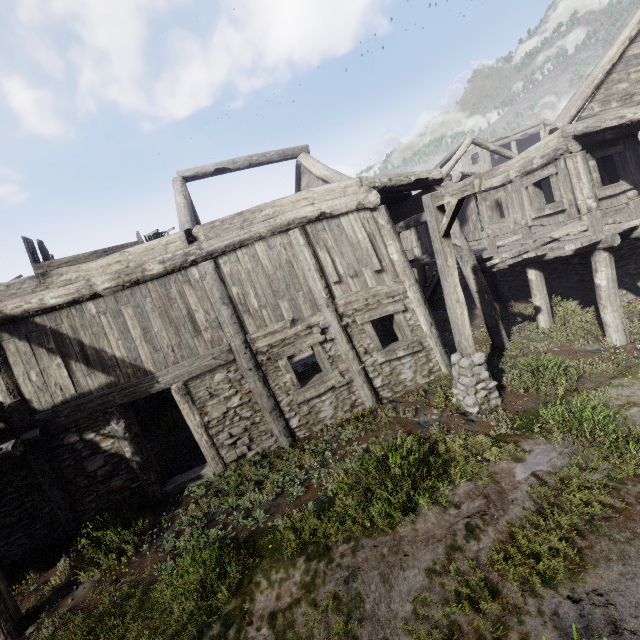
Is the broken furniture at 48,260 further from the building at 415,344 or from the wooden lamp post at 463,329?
the wooden lamp post at 463,329

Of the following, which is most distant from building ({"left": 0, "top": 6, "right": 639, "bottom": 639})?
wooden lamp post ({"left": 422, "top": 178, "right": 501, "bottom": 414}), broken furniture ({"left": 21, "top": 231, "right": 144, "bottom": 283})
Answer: wooden lamp post ({"left": 422, "top": 178, "right": 501, "bottom": 414})

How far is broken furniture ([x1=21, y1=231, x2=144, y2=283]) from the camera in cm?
689

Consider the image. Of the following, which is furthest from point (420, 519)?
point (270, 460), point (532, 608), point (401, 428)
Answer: point (270, 460)

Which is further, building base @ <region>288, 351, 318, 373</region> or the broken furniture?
building base @ <region>288, 351, 318, 373</region>

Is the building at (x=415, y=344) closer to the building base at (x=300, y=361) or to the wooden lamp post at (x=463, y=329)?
the building base at (x=300, y=361)

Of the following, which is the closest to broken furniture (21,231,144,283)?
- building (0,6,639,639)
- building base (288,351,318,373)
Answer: building (0,6,639,639)

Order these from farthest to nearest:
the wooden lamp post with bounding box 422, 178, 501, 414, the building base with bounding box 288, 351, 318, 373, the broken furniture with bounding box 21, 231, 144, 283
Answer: the building base with bounding box 288, 351, 318, 373, the broken furniture with bounding box 21, 231, 144, 283, the wooden lamp post with bounding box 422, 178, 501, 414
